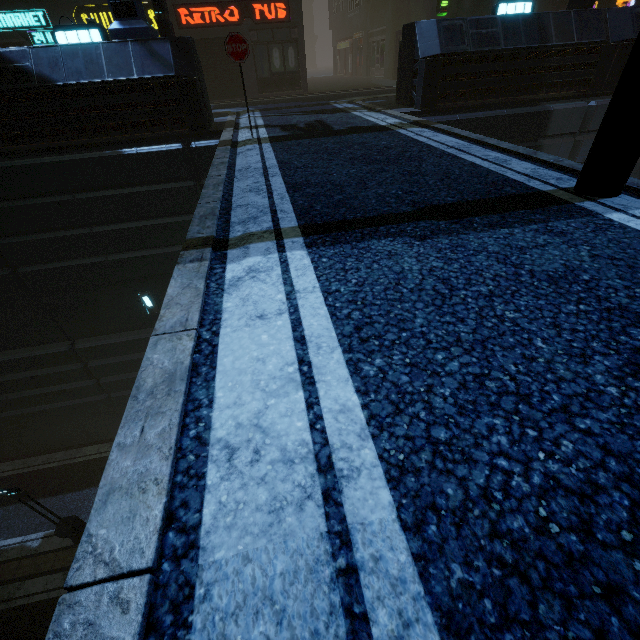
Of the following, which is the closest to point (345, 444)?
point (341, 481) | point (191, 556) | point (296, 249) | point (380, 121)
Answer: point (341, 481)

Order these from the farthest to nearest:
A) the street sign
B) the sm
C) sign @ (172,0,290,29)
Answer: sign @ (172,0,290,29), the sm, the street sign

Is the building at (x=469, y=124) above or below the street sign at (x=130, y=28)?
below

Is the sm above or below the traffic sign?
above

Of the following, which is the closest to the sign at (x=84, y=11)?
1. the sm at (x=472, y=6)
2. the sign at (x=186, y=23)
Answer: the sign at (x=186, y=23)

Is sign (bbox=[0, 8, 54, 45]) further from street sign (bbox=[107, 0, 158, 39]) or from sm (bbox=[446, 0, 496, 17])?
sm (bbox=[446, 0, 496, 17])

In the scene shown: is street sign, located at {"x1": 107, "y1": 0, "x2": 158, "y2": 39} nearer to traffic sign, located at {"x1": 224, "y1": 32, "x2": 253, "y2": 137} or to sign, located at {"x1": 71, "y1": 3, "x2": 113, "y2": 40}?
traffic sign, located at {"x1": 224, "y1": 32, "x2": 253, "y2": 137}

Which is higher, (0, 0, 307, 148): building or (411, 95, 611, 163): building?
(0, 0, 307, 148): building
